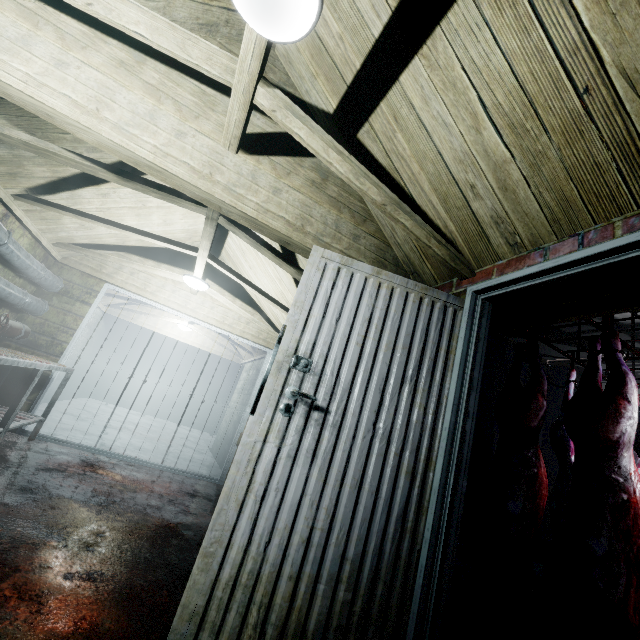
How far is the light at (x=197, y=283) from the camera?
3.86m

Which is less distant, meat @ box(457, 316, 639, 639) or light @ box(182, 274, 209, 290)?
meat @ box(457, 316, 639, 639)

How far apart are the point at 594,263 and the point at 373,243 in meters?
1.2 m

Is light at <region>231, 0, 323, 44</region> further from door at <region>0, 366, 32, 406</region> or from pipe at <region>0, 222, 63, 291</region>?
door at <region>0, 366, 32, 406</region>

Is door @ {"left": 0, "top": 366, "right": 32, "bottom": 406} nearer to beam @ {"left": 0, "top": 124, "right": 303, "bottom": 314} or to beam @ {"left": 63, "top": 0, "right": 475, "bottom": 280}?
beam @ {"left": 0, "top": 124, "right": 303, "bottom": 314}

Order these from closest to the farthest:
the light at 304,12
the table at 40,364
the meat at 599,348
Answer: the light at 304,12, the meat at 599,348, the table at 40,364

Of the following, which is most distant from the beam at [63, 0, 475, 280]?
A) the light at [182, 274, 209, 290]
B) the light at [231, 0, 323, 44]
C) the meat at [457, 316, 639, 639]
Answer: the light at [182, 274, 209, 290]

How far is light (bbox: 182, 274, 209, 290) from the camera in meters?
3.9 m
